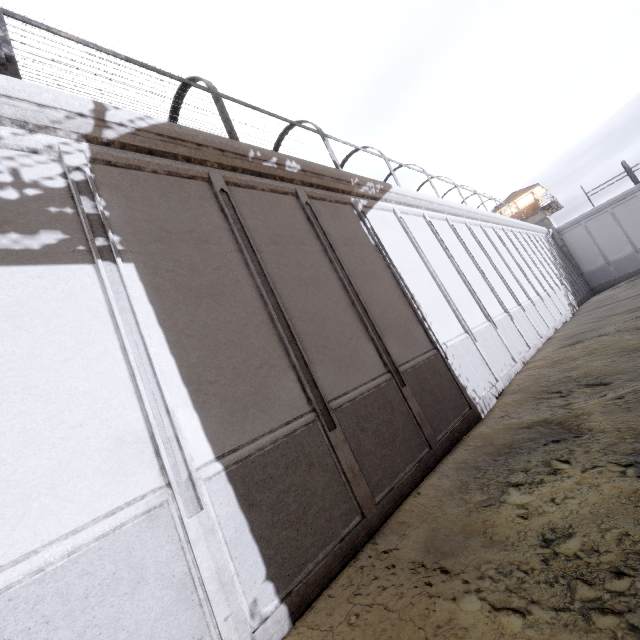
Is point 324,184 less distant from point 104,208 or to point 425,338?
point 425,338

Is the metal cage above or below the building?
below

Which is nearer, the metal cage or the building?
the metal cage

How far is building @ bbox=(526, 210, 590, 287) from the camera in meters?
37.9 m

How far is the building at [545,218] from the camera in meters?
37.9

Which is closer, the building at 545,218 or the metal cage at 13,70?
the metal cage at 13,70
